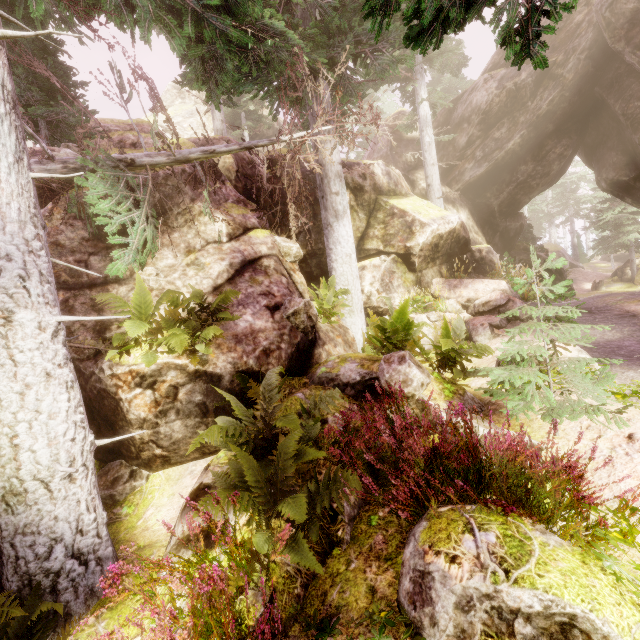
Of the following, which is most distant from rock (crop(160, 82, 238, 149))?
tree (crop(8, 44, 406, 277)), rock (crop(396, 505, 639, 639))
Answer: rock (crop(396, 505, 639, 639))

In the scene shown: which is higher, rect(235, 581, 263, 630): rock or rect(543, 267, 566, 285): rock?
rect(543, 267, 566, 285): rock

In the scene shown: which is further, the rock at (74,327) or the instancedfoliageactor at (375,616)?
the rock at (74,327)

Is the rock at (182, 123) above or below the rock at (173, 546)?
above

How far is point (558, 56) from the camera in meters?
15.7

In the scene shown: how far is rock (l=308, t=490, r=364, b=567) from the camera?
3.15m

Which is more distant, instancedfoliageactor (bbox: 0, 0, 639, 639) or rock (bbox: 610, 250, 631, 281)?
rock (bbox: 610, 250, 631, 281)
